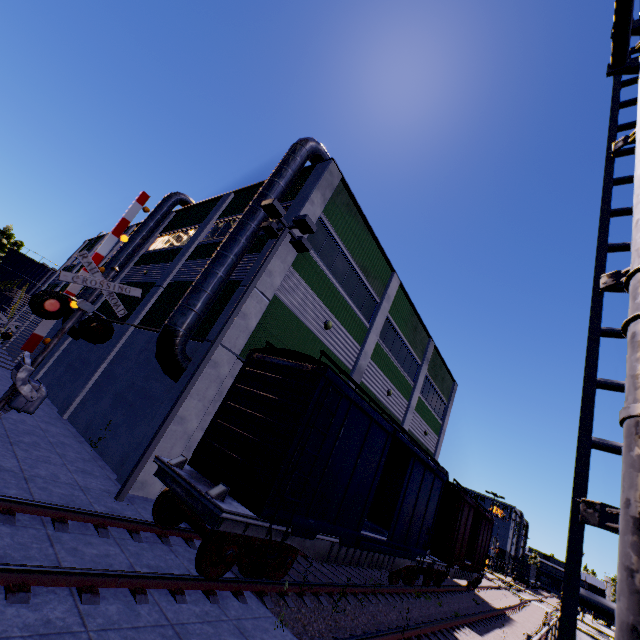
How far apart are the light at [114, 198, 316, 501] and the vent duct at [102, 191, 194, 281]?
13.8m

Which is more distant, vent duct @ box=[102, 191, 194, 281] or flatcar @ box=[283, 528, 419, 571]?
vent duct @ box=[102, 191, 194, 281]

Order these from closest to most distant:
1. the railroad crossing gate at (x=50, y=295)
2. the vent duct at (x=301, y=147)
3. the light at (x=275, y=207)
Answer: the railroad crossing gate at (x=50, y=295), the light at (x=275, y=207), the vent duct at (x=301, y=147)

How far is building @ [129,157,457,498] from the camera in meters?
10.9

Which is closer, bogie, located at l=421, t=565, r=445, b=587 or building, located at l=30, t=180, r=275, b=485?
building, located at l=30, t=180, r=275, b=485

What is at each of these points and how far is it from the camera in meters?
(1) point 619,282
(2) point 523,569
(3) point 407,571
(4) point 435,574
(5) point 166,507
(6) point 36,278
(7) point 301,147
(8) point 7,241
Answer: (1) railroad crossing overhang, 2.6
(2) cargo container door, 58.1
(3) bogie, 12.9
(4) bogie, 15.4
(5) bogie, 7.4
(6) silo, 51.7
(7) vent duct, 14.6
(8) tree, 49.0

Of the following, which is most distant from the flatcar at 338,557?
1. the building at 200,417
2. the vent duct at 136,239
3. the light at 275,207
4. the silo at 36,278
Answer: the silo at 36,278

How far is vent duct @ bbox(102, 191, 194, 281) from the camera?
21.3 meters
